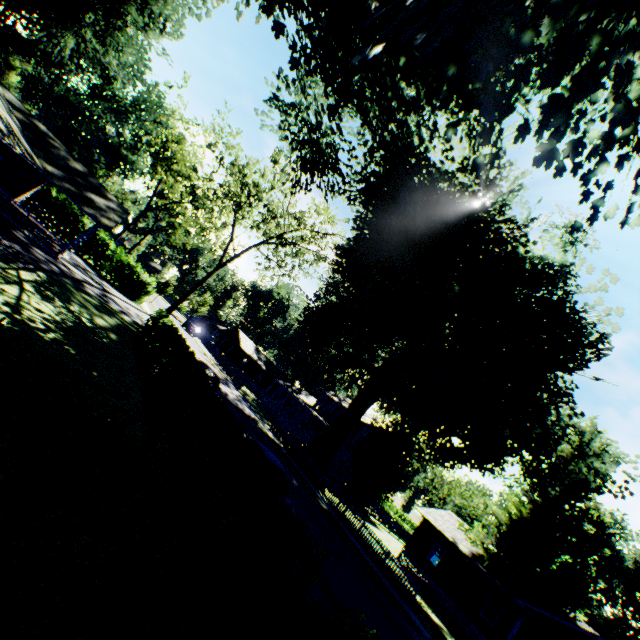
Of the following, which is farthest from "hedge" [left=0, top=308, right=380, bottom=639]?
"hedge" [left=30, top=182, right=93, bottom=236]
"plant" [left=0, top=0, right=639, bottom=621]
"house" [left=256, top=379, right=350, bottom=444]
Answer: "house" [left=256, top=379, right=350, bottom=444]

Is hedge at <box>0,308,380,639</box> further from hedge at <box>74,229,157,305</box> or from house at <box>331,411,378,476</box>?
house at <box>331,411,378,476</box>

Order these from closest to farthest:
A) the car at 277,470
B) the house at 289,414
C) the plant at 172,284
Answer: the car at 277,470 → the house at 289,414 → the plant at 172,284

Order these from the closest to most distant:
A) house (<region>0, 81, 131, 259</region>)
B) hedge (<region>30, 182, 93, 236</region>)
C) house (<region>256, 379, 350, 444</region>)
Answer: house (<region>0, 81, 131, 259</region>)
hedge (<region>30, 182, 93, 236</region>)
house (<region>256, 379, 350, 444</region>)

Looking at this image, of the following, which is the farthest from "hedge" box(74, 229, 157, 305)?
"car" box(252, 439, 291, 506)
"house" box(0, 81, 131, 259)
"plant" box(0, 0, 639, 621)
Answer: "car" box(252, 439, 291, 506)

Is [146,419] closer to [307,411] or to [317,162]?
[317,162]

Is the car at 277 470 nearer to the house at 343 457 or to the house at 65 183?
the house at 65 183

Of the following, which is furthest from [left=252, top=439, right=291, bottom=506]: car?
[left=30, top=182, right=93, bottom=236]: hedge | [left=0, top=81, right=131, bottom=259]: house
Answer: [left=30, top=182, right=93, bottom=236]: hedge
